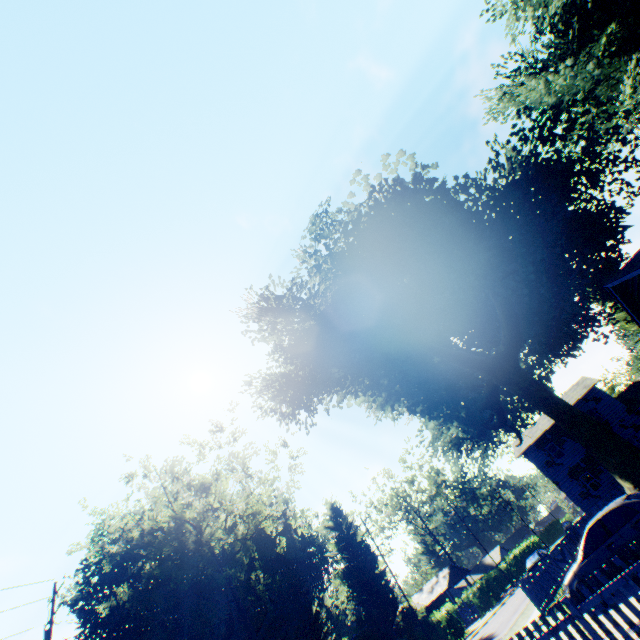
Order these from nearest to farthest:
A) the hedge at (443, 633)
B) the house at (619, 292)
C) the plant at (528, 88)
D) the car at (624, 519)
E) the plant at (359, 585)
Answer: the car at (624, 519)
the house at (619, 292)
the plant at (528, 88)
the hedge at (443, 633)
the plant at (359, 585)

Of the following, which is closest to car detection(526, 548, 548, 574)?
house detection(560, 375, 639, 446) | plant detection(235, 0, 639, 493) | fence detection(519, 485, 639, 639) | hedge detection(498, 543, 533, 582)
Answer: house detection(560, 375, 639, 446)

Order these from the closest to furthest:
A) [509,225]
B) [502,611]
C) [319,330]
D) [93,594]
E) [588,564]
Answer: [588,564] → [509,225] → [319,330] → [502,611] → [93,594]

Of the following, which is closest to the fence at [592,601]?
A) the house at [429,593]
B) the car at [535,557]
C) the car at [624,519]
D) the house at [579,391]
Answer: the house at [579,391]

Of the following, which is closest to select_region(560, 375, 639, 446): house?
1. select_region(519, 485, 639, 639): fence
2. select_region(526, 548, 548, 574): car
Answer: select_region(526, 548, 548, 574): car

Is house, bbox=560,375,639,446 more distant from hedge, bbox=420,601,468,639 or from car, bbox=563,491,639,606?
car, bbox=563,491,639,606

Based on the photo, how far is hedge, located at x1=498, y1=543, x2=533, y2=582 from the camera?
52.2 meters

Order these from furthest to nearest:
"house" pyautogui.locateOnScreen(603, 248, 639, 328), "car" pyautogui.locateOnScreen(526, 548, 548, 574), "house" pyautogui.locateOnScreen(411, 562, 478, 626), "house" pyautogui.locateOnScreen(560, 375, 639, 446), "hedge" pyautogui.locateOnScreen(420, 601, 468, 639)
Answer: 1. "house" pyautogui.locateOnScreen(411, 562, 478, 626)
2. "hedge" pyautogui.locateOnScreen(420, 601, 468, 639)
3. "house" pyautogui.locateOnScreen(560, 375, 639, 446)
4. "car" pyautogui.locateOnScreen(526, 548, 548, 574)
5. "house" pyautogui.locateOnScreen(603, 248, 639, 328)
